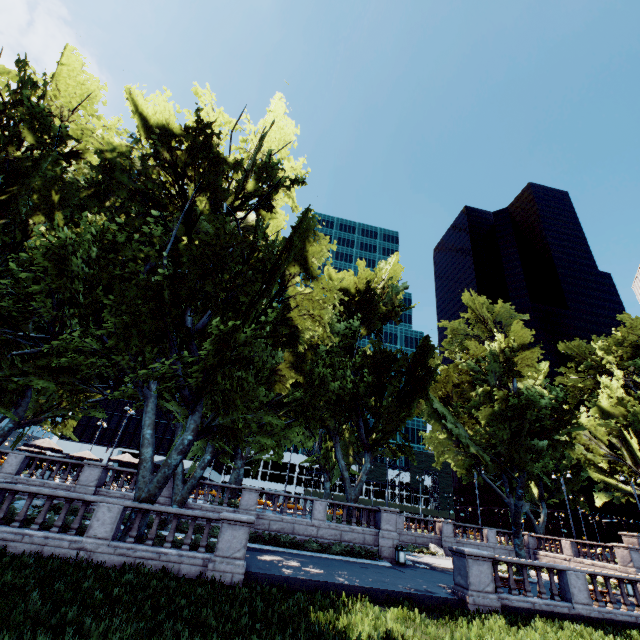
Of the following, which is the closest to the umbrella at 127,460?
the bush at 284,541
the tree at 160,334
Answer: the tree at 160,334

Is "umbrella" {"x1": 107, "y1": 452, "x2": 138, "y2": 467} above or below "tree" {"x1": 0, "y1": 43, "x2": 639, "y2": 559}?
below

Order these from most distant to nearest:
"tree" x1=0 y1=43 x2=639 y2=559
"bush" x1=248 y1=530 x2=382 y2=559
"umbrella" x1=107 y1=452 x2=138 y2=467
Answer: "umbrella" x1=107 y1=452 x2=138 y2=467
"bush" x1=248 y1=530 x2=382 y2=559
"tree" x1=0 y1=43 x2=639 y2=559

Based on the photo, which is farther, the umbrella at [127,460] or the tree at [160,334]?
the umbrella at [127,460]

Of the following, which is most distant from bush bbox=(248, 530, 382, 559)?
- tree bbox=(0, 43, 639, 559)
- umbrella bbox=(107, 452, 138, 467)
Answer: umbrella bbox=(107, 452, 138, 467)

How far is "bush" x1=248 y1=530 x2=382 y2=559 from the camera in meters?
19.9

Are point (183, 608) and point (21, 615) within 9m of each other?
yes
